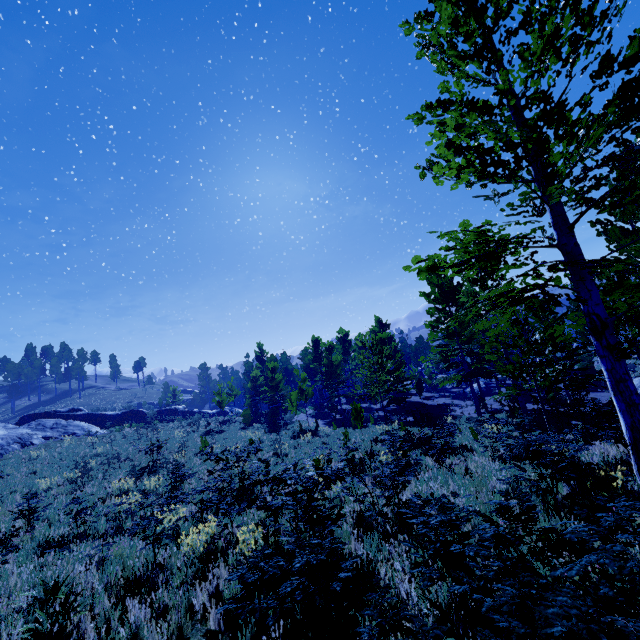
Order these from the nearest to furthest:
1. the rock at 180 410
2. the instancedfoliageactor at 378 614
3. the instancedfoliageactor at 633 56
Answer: the instancedfoliageactor at 378 614, the instancedfoliageactor at 633 56, the rock at 180 410

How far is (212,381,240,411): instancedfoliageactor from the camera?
32.4m

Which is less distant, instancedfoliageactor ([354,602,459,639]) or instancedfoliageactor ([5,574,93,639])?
instancedfoliageactor ([354,602,459,639])

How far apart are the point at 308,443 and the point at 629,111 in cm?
1871

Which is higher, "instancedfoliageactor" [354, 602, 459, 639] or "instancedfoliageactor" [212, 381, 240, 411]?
"instancedfoliageactor" [212, 381, 240, 411]

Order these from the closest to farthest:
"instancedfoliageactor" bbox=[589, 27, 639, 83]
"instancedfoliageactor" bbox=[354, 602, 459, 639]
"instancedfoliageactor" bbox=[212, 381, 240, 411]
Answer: "instancedfoliageactor" bbox=[354, 602, 459, 639] < "instancedfoliageactor" bbox=[589, 27, 639, 83] < "instancedfoliageactor" bbox=[212, 381, 240, 411]

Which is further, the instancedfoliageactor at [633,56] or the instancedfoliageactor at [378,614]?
the instancedfoliageactor at [633,56]
